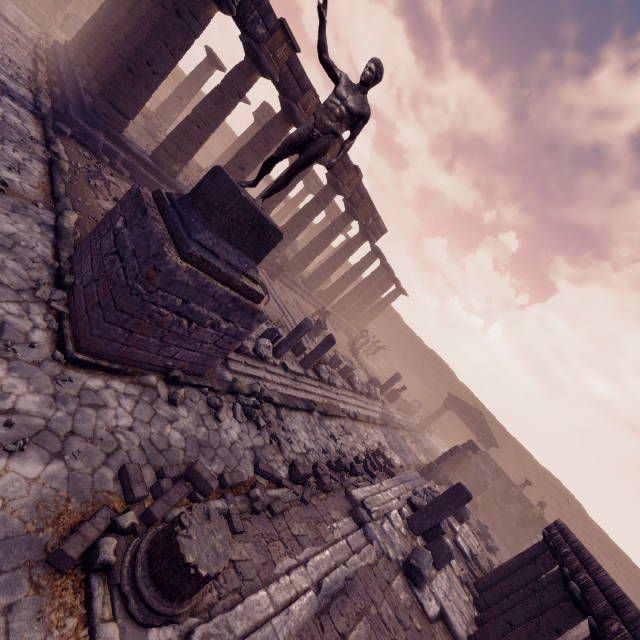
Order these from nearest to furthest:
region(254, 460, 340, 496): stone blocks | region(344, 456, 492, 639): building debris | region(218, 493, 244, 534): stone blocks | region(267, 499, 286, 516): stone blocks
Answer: region(218, 493, 244, 534): stone blocks, region(267, 499, 286, 516): stone blocks, region(254, 460, 340, 496): stone blocks, region(344, 456, 492, 639): building debris

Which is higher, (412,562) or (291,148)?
(291,148)

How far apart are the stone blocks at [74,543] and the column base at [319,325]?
11.5 meters

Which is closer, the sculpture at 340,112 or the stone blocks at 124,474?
the stone blocks at 124,474

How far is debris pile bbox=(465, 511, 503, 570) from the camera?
12.2m

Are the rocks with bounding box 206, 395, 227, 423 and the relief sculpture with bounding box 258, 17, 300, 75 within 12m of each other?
yes

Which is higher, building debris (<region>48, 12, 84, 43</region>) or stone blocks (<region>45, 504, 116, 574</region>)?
building debris (<region>48, 12, 84, 43</region>)

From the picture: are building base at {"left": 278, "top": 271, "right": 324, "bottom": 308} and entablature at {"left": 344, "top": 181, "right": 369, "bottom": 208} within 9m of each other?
yes
